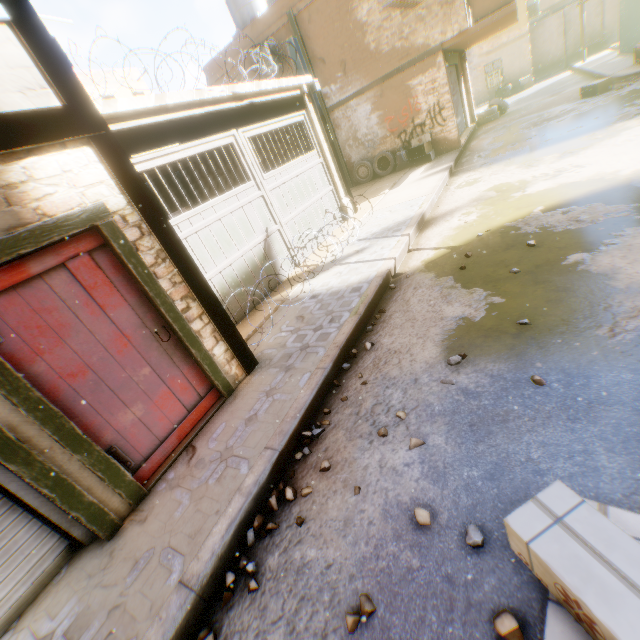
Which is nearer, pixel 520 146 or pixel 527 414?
pixel 527 414

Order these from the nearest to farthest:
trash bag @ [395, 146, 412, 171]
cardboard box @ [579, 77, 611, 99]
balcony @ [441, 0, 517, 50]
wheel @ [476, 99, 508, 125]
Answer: balcony @ [441, 0, 517, 50] < cardboard box @ [579, 77, 611, 99] < trash bag @ [395, 146, 412, 171] < wheel @ [476, 99, 508, 125]

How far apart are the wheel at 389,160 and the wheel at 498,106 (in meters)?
6.62

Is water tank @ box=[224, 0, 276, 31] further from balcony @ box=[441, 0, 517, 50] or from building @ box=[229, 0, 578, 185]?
balcony @ box=[441, 0, 517, 50]

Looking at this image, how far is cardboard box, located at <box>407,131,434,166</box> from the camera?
12.20m

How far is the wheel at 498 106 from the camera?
16.0m

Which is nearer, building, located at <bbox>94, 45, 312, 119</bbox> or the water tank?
building, located at <bbox>94, 45, 312, 119</bbox>

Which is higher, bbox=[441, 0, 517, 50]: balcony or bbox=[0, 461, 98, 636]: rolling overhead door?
bbox=[441, 0, 517, 50]: balcony
